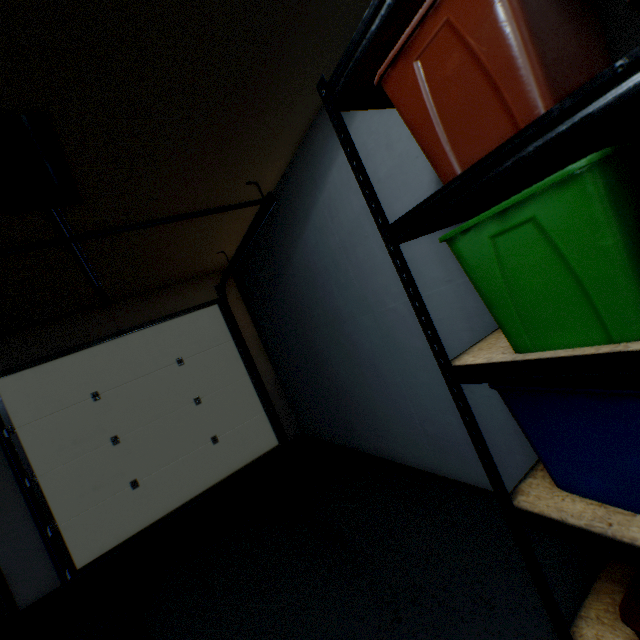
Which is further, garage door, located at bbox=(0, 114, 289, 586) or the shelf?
garage door, located at bbox=(0, 114, 289, 586)

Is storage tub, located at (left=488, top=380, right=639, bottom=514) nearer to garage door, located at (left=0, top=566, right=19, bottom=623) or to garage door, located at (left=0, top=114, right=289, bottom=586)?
garage door, located at (left=0, top=114, right=289, bottom=586)

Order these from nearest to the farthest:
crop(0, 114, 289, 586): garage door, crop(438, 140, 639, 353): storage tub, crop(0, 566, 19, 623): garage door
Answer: crop(438, 140, 639, 353): storage tub < crop(0, 114, 289, 586): garage door < crop(0, 566, 19, 623): garage door

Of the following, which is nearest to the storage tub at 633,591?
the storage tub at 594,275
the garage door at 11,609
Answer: the storage tub at 594,275

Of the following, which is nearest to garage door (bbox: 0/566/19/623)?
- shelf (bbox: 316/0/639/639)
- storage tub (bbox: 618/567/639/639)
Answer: shelf (bbox: 316/0/639/639)

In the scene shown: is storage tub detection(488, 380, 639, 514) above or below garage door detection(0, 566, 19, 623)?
above

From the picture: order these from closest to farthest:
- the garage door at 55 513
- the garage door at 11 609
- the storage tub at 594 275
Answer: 1. the storage tub at 594 275
2. the garage door at 55 513
3. the garage door at 11 609

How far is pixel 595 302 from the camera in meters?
0.7 m
